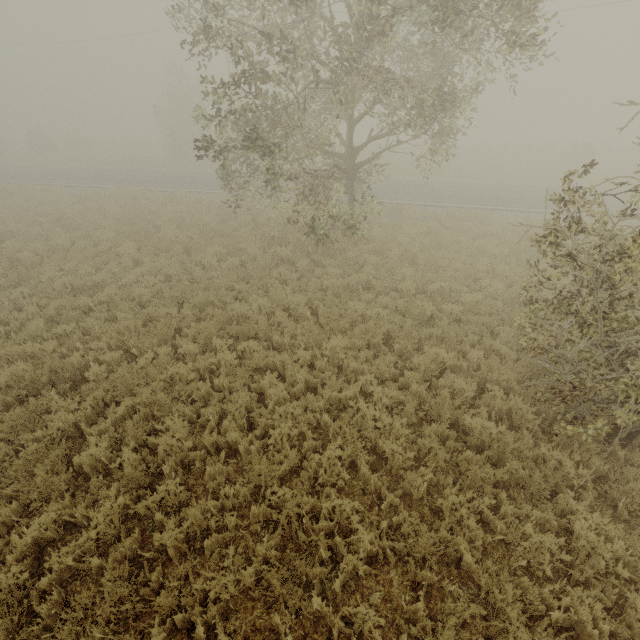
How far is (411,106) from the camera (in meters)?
9.20
